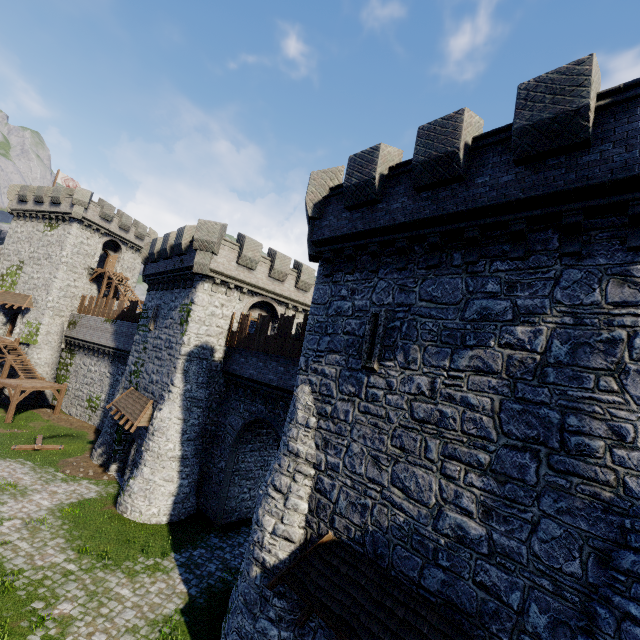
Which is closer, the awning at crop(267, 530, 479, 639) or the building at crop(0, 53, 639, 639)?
the building at crop(0, 53, 639, 639)

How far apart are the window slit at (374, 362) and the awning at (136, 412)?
15.5m

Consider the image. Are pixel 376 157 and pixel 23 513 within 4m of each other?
no

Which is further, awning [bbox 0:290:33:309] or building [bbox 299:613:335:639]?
awning [bbox 0:290:33:309]

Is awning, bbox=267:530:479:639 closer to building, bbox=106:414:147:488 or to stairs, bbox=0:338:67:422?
building, bbox=106:414:147:488

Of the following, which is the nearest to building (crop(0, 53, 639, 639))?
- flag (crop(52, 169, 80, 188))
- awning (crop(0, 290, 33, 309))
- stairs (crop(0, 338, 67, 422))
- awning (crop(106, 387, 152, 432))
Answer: awning (crop(106, 387, 152, 432))

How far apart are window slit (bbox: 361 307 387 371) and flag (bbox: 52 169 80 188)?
47.5 meters

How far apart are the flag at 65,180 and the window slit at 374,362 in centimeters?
4751cm
